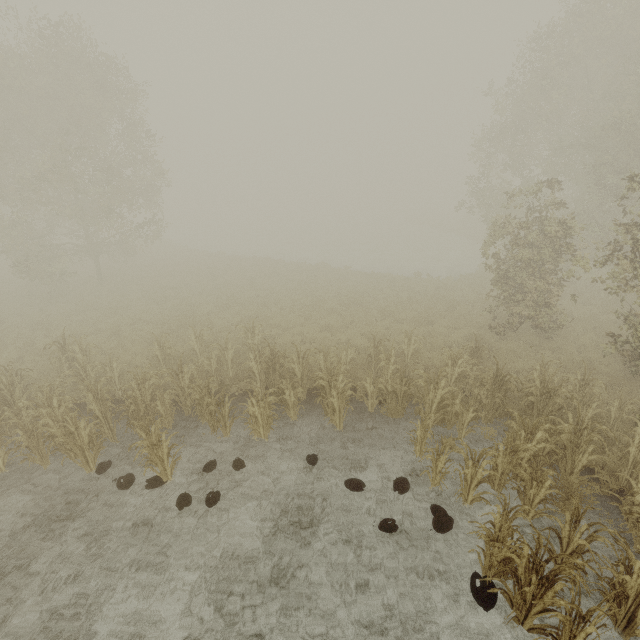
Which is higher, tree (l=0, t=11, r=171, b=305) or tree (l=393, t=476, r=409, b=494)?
tree (l=0, t=11, r=171, b=305)

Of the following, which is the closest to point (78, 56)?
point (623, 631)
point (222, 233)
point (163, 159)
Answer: point (163, 159)

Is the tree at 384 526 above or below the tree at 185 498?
above

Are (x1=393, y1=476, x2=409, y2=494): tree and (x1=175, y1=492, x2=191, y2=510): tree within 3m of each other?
no

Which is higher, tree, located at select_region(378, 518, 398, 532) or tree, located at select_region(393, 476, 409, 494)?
tree, located at select_region(393, 476, 409, 494)

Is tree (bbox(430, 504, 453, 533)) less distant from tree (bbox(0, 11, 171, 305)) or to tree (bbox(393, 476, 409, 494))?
tree (bbox(393, 476, 409, 494))

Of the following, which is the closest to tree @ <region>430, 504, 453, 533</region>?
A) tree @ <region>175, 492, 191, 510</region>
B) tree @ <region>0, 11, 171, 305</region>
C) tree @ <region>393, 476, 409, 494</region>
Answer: tree @ <region>393, 476, 409, 494</region>

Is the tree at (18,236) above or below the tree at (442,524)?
above
